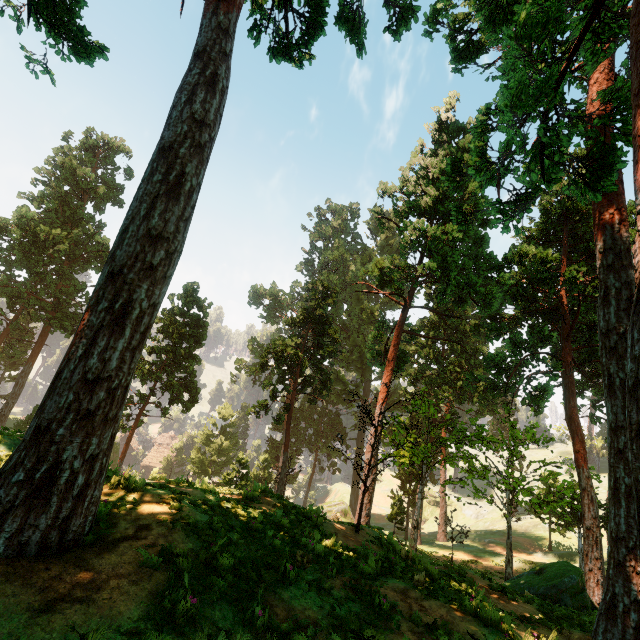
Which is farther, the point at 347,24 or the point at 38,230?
→ the point at 38,230

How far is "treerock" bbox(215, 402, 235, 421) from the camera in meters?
52.0

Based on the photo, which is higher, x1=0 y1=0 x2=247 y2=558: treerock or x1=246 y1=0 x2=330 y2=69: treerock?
x1=246 y1=0 x2=330 y2=69: treerock

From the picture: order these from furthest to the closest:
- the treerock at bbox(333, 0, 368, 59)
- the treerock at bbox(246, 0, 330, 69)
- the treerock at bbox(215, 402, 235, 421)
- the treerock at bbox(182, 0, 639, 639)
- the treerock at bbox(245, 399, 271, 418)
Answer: the treerock at bbox(215, 402, 235, 421) → the treerock at bbox(245, 399, 271, 418) → the treerock at bbox(246, 0, 330, 69) → the treerock at bbox(333, 0, 368, 59) → the treerock at bbox(182, 0, 639, 639)

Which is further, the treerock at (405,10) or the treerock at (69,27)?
the treerock at (405,10)

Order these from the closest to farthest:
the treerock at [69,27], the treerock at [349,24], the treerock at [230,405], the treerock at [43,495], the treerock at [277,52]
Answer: the treerock at [43,495] < the treerock at [69,27] < the treerock at [349,24] < the treerock at [277,52] < the treerock at [230,405]

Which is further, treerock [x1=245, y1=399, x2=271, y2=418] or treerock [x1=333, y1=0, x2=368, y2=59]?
treerock [x1=245, y1=399, x2=271, y2=418]
